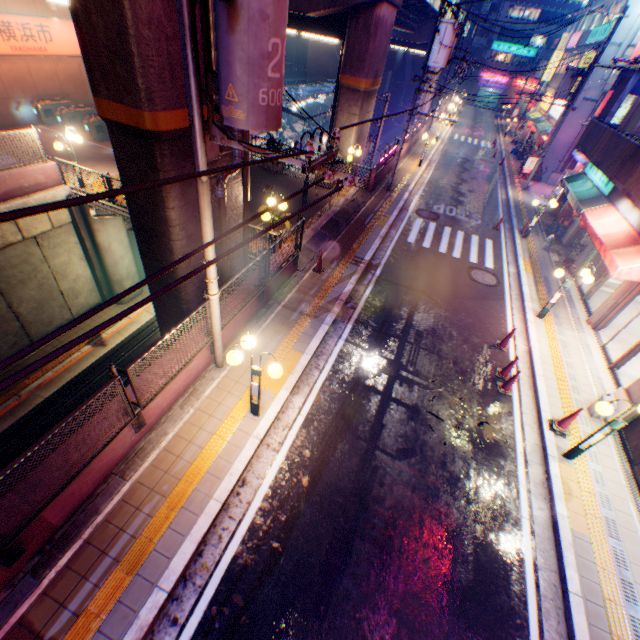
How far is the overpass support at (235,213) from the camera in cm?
870

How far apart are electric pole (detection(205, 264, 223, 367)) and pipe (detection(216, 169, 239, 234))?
2.2m

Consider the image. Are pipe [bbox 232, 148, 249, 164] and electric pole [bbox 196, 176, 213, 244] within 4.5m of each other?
yes

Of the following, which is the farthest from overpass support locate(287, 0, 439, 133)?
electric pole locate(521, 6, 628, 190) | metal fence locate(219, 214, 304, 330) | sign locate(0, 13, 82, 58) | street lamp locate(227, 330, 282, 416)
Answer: electric pole locate(521, 6, 628, 190)

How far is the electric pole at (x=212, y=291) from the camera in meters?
6.2

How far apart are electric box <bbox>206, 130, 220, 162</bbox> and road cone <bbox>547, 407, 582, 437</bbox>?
10.5m

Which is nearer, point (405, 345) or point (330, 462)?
point (330, 462)

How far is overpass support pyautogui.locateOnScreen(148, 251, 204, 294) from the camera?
8.2 meters
